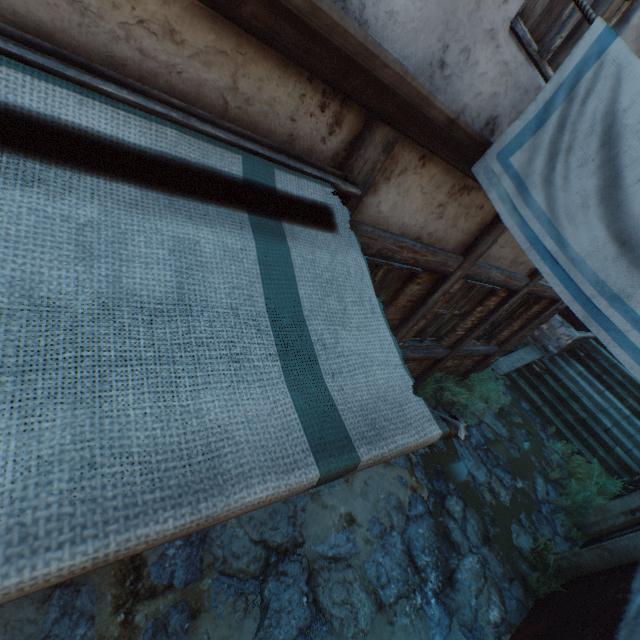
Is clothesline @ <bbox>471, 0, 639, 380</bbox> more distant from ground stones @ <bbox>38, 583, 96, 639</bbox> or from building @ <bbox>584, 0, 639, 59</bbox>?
ground stones @ <bbox>38, 583, 96, 639</bbox>

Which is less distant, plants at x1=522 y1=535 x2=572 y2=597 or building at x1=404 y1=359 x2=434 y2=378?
plants at x1=522 y1=535 x2=572 y2=597

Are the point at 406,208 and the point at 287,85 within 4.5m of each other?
yes

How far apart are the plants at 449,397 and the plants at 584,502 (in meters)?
1.19

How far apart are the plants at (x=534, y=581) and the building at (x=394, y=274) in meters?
4.1 m

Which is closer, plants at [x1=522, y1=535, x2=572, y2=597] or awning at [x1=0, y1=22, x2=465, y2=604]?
awning at [x1=0, y1=22, x2=465, y2=604]

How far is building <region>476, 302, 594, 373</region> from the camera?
7.3 meters

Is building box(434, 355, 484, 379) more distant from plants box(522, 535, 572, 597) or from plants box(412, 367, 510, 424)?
plants box(522, 535, 572, 597)
